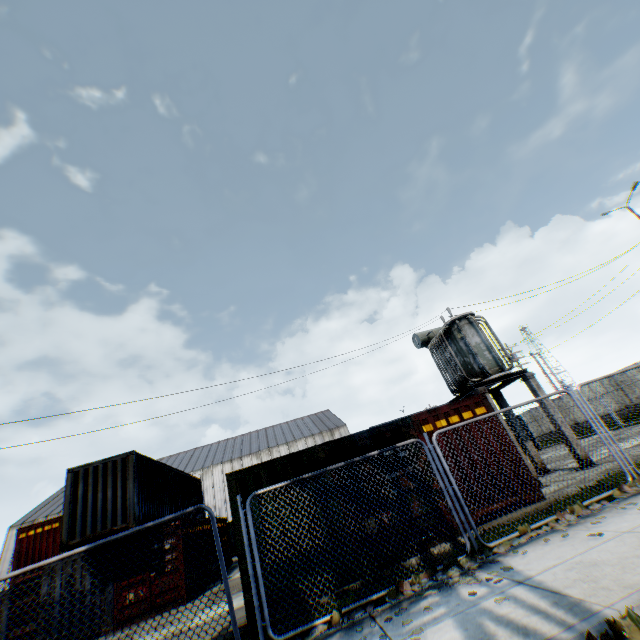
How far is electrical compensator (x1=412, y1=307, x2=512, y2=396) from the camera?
12.5m

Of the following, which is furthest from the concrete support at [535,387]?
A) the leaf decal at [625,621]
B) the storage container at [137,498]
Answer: the storage container at [137,498]

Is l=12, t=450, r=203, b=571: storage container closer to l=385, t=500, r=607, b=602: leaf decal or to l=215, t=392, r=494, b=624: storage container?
l=215, t=392, r=494, b=624: storage container

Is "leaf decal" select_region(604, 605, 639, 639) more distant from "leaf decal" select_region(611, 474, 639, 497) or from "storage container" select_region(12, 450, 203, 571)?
"storage container" select_region(12, 450, 203, 571)

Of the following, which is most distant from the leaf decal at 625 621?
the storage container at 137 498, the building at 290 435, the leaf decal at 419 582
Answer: the building at 290 435

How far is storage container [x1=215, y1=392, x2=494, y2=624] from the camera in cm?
750

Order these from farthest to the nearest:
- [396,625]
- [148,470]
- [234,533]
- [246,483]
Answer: [148,470] → [246,483] → [234,533] → [396,625]

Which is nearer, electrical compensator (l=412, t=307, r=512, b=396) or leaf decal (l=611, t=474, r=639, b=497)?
leaf decal (l=611, t=474, r=639, b=497)
